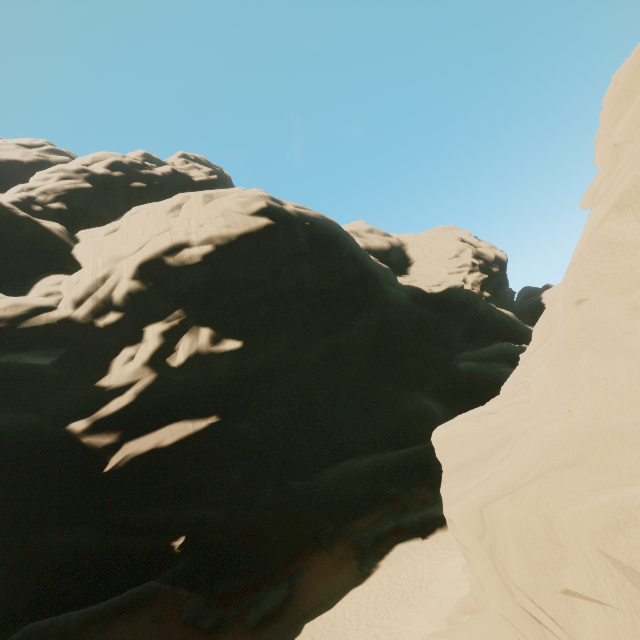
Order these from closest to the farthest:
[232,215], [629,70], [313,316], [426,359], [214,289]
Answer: [629,70] → [214,289] → [232,215] → [313,316] → [426,359]
